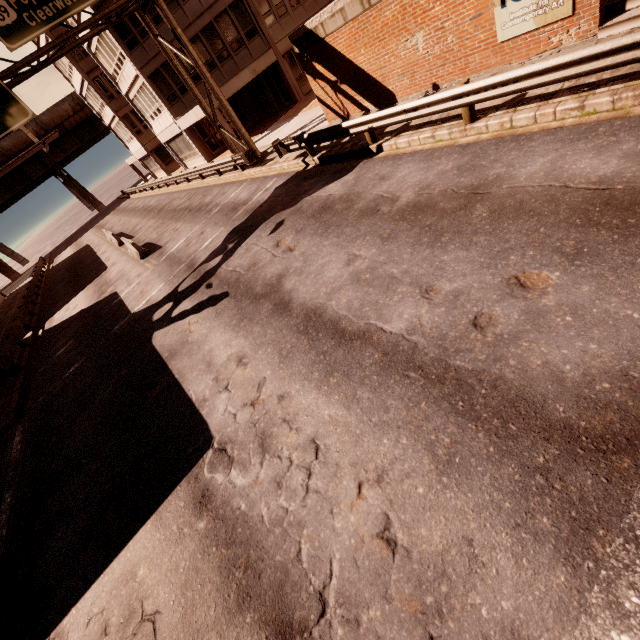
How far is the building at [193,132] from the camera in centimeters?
2353cm

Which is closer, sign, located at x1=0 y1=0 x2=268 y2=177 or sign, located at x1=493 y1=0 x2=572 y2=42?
sign, located at x1=493 y1=0 x2=572 y2=42

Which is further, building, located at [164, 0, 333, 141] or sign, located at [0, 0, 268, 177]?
building, located at [164, 0, 333, 141]

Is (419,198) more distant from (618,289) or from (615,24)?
(615,24)

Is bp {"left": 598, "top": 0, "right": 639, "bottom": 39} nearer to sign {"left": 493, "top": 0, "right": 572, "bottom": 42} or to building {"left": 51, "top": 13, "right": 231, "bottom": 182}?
sign {"left": 493, "top": 0, "right": 572, "bottom": 42}

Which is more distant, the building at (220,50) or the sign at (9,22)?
the building at (220,50)

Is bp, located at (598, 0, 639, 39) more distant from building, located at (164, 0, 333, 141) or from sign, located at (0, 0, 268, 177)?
building, located at (164, 0, 333, 141)
